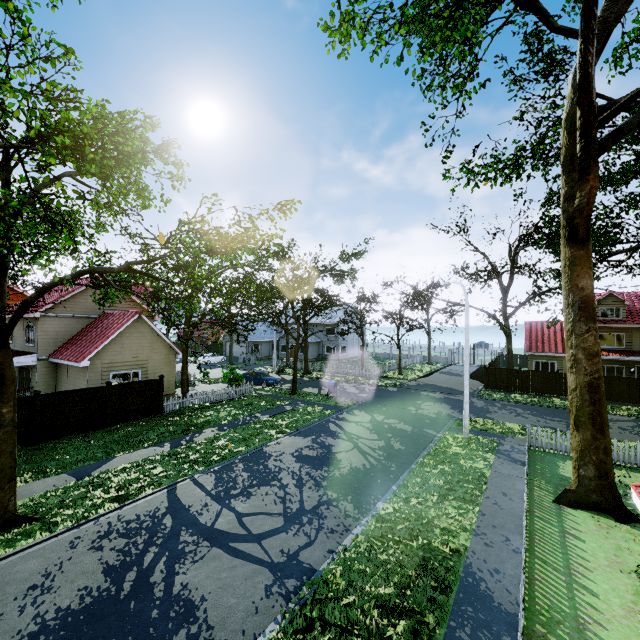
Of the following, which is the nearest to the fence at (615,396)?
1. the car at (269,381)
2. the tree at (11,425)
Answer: the tree at (11,425)

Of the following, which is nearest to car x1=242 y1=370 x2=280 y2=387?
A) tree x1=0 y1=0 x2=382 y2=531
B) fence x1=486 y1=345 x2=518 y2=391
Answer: tree x1=0 y1=0 x2=382 y2=531

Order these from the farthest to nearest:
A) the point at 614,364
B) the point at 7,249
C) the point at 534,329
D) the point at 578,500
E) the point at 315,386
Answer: the point at 534,329 → the point at 315,386 → the point at 614,364 → the point at 578,500 → the point at 7,249

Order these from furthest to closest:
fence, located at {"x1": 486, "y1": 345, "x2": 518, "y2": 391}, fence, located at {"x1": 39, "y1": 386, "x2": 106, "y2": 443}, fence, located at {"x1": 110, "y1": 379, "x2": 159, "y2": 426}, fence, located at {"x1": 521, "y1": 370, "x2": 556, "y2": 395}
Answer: fence, located at {"x1": 486, "y1": 345, "x2": 518, "y2": 391} < fence, located at {"x1": 521, "y1": 370, "x2": 556, "y2": 395} < fence, located at {"x1": 110, "y1": 379, "x2": 159, "y2": 426} < fence, located at {"x1": 39, "y1": 386, "x2": 106, "y2": 443}

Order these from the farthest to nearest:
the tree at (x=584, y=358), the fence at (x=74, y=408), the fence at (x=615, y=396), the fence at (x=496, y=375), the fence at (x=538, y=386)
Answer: the fence at (x=496, y=375) → the fence at (x=538, y=386) → the fence at (x=615, y=396) → the fence at (x=74, y=408) → the tree at (x=584, y=358)

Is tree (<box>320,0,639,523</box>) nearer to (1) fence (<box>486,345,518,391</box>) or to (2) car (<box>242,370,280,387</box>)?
(1) fence (<box>486,345,518,391</box>)

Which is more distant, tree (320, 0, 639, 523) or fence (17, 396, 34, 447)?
fence (17, 396, 34, 447)
